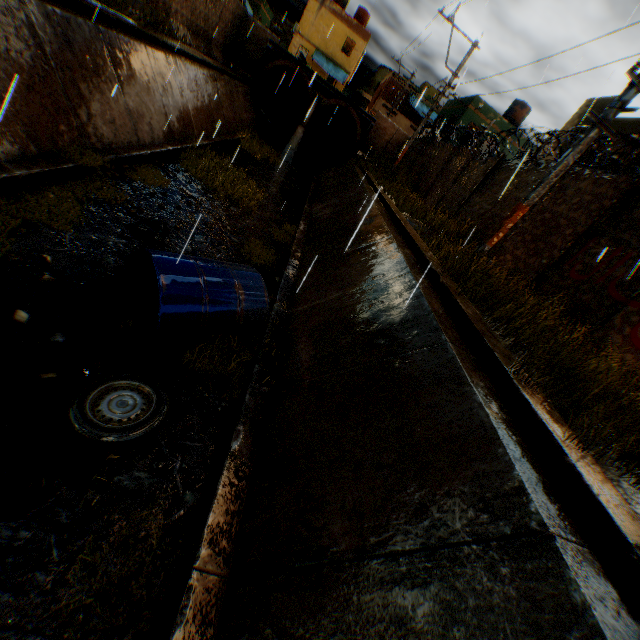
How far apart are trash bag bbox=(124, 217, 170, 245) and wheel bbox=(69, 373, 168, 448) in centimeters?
341cm

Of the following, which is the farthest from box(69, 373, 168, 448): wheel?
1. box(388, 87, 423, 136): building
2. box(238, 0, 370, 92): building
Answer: box(388, 87, 423, 136): building

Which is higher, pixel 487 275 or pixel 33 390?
pixel 487 275

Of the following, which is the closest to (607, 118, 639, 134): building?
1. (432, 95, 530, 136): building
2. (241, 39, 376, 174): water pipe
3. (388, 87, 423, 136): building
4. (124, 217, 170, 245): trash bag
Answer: (432, 95, 530, 136): building

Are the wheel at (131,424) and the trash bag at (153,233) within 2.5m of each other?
no

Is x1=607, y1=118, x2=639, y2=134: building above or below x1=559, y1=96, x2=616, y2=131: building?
below

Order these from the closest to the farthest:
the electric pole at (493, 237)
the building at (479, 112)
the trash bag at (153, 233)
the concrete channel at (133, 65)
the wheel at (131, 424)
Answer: the concrete channel at (133, 65)
the wheel at (131, 424)
the electric pole at (493, 237)
the trash bag at (153, 233)
the building at (479, 112)

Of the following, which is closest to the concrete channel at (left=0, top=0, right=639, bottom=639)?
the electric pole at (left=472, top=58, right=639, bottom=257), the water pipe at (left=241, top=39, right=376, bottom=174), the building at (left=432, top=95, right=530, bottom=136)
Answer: the water pipe at (left=241, top=39, right=376, bottom=174)
